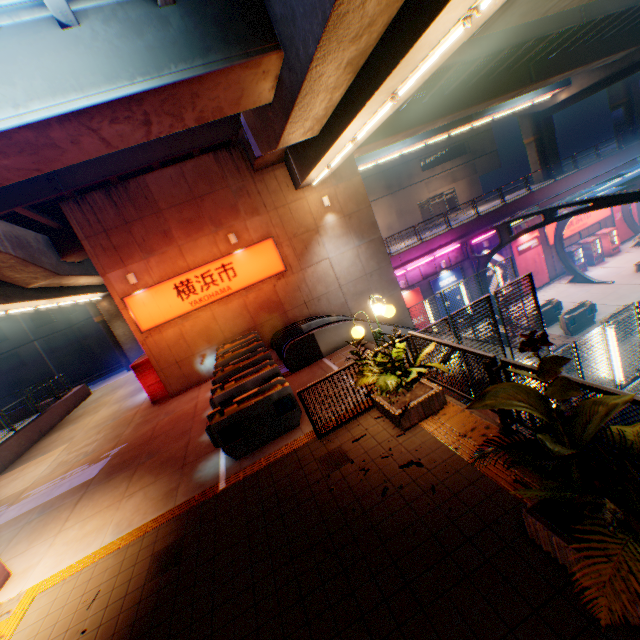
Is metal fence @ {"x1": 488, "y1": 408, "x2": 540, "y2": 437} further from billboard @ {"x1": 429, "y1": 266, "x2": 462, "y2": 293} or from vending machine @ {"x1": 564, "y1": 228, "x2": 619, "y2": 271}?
vending machine @ {"x1": 564, "y1": 228, "x2": 619, "y2": 271}

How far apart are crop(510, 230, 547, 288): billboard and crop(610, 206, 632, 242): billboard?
7.6m

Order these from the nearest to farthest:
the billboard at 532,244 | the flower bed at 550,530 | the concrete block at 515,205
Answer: the flower bed at 550,530 < the concrete block at 515,205 < the billboard at 532,244

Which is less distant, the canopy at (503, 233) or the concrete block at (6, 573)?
the concrete block at (6, 573)

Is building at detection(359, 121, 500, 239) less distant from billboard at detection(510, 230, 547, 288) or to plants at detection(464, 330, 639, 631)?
billboard at detection(510, 230, 547, 288)

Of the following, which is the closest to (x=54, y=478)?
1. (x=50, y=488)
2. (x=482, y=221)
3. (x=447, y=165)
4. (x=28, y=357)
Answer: (x=50, y=488)

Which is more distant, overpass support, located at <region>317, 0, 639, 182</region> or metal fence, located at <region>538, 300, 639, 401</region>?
overpass support, located at <region>317, 0, 639, 182</region>

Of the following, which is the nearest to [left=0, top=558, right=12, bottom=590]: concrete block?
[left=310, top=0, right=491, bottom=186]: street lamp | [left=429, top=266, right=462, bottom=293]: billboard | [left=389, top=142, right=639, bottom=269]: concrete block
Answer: [left=310, top=0, right=491, bottom=186]: street lamp
